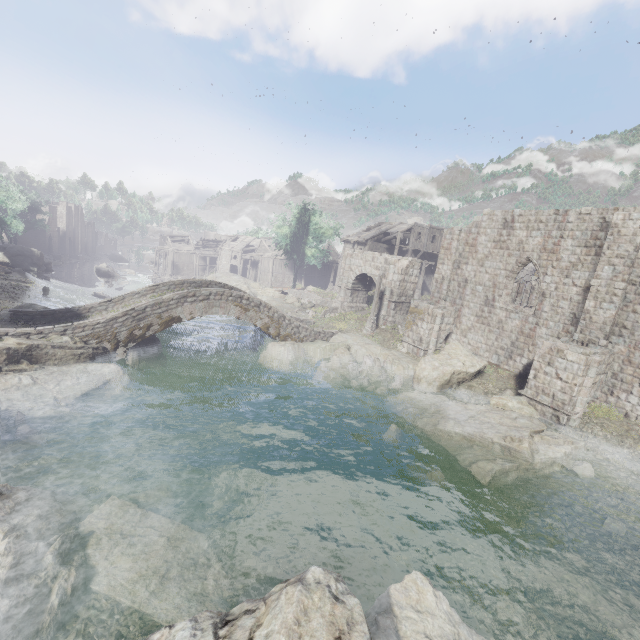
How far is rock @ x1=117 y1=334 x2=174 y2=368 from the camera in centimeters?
1809cm

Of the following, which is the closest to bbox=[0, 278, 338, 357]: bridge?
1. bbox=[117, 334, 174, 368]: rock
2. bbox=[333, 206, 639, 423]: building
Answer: bbox=[117, 334, 174, 368]: rock

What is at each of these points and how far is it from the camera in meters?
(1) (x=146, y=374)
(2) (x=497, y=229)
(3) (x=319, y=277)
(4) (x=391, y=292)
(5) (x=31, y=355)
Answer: (1) rubble, 17.4 m
(2) building, 20.8 m
(3) building, 58.3 m
(4) stone arch, 27.7 m
(5) rock, 14.1 m

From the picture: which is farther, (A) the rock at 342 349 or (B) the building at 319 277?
(B) the building at 319 277

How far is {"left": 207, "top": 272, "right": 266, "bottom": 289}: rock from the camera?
43.9m

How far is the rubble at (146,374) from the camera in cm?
1723

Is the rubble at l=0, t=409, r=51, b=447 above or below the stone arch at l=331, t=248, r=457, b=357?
below

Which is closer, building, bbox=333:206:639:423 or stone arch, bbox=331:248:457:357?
building, bbox=333:206:639:423
